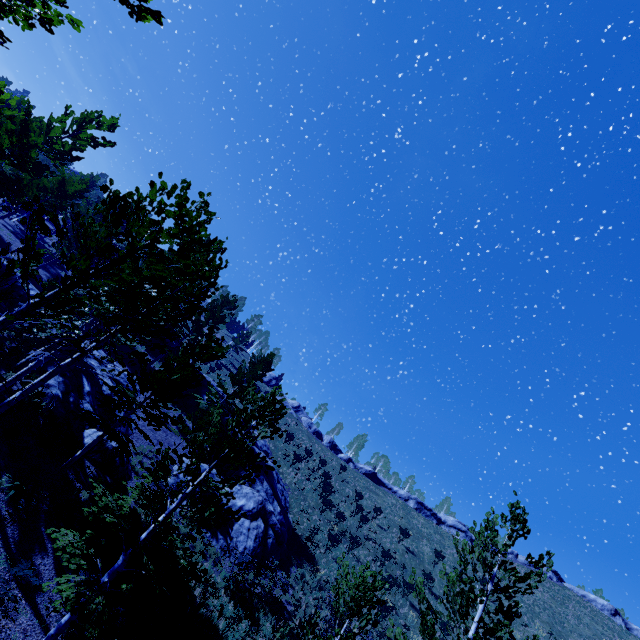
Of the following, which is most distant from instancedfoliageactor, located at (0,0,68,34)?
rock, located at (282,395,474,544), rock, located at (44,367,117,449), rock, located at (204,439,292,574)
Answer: rock, located at (282,395,474,544)

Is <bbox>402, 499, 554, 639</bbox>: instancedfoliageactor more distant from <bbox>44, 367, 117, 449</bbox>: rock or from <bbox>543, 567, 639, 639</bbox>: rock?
<bbox>543, 567, 639, 639</bbox>: rock

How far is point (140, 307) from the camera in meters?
8.8

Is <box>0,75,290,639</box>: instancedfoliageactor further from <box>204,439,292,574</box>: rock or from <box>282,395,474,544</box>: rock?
<box>282,395,474,544</box>: rock

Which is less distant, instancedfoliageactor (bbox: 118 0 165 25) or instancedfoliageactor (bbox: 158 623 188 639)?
instancedfoliageactor (bbox: 118 0 165 25)

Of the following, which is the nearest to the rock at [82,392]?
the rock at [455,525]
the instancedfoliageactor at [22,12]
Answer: the instancedfoliageactor at [22,12]

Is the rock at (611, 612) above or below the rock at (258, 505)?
above
